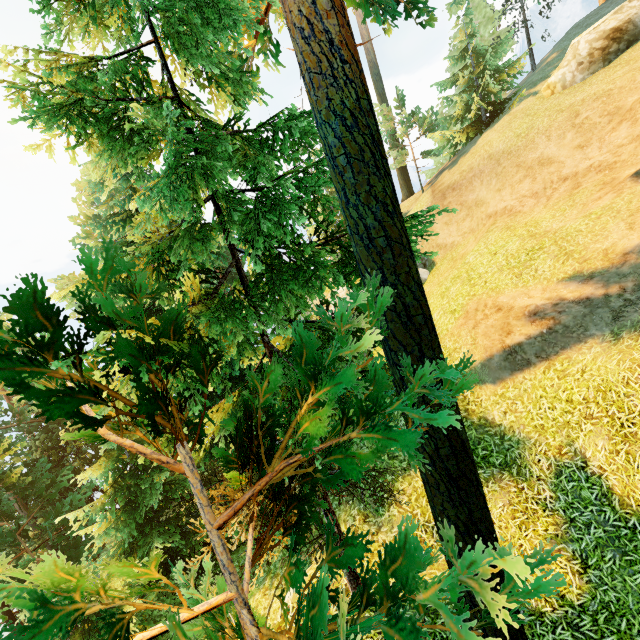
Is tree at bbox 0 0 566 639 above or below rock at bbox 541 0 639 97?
below

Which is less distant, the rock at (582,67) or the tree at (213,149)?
the tree at (213,149)

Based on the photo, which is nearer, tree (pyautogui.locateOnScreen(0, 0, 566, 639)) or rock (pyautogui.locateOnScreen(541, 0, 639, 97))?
tree (pyautogui.locateOnScreen(0, 0, 566, 639))

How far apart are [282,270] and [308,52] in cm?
289

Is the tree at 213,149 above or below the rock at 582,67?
below
